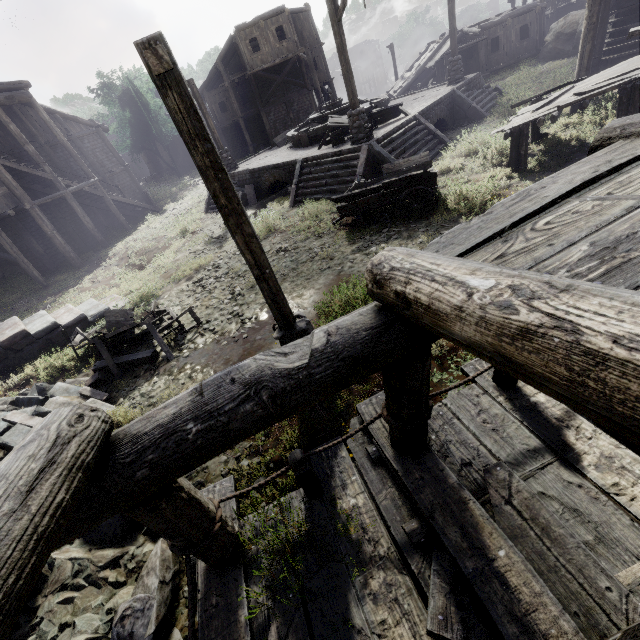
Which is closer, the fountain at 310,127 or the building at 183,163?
the fountain at 310,127

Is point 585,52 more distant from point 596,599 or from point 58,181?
point 58,181

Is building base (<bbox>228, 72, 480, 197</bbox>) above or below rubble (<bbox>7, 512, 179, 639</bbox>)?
above

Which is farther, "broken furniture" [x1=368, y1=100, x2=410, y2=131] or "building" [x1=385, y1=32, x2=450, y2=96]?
"building" [x1=385, y1=32, x2=450, y2=96]

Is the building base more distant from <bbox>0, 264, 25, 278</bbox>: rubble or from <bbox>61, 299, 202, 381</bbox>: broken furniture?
<bbox>0, 264, 25, 278</bbox>: rubble

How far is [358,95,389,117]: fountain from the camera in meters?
16.5 m

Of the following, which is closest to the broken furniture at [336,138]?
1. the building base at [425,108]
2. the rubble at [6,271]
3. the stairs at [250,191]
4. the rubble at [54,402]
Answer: the building base at [425,108]

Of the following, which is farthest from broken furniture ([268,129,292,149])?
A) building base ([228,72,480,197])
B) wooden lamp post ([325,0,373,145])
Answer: wooden lamp post ([325,0,373,145])
